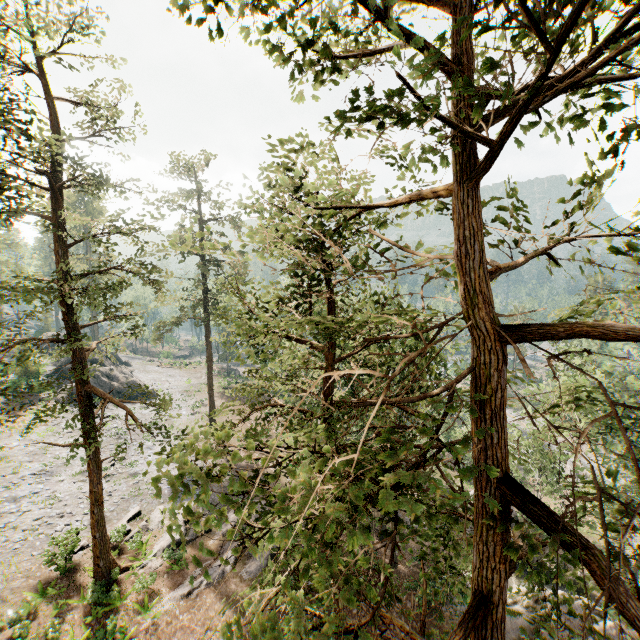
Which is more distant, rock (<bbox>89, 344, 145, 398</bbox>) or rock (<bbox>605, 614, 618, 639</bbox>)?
rock (<bbox>89, 344, 145, 398</bbox>)

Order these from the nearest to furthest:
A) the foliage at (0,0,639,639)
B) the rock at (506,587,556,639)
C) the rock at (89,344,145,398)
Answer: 1. the foliage at (0,0,639,639)
2. the rock at (506,587,556,639)
3. the rock at (89,344,145,398)

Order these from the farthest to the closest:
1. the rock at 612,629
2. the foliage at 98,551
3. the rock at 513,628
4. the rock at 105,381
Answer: the rock at 105,381, the rock at 513,628, the rock at 612,629, the foliage at 98,551

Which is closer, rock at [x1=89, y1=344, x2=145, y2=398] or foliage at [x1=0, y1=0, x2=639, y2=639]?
foliage at [x1=0, y1=0, x2=639, y2=639]

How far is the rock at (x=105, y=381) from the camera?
39.54m

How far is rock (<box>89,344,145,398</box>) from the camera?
39.5 meters

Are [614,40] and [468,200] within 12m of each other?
yes

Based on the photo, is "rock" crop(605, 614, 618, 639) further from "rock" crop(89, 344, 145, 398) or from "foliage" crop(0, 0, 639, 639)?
"rock" crop(89, 344, 145, 398)
